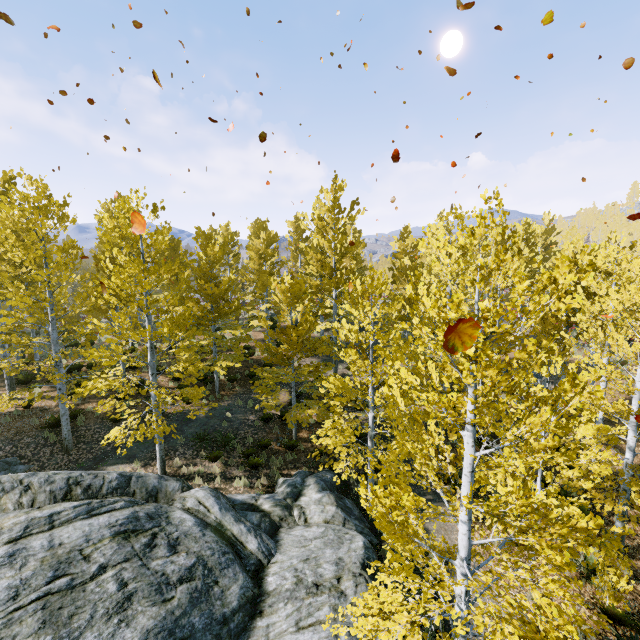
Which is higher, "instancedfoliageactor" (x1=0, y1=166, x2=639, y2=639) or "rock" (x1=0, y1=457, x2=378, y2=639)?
"instancedfoliageactor" (x1=0, y1=166, x2=639, y2=639)

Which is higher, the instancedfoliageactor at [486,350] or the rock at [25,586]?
the instancedfoliageactor at [486,350]

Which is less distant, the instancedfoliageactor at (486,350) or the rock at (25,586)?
the instancedfoliageactor at (486,350)

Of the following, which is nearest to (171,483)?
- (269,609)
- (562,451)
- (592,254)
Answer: (269,609)

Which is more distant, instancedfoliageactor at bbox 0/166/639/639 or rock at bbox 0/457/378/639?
rock at bbox 0/457/378/639
